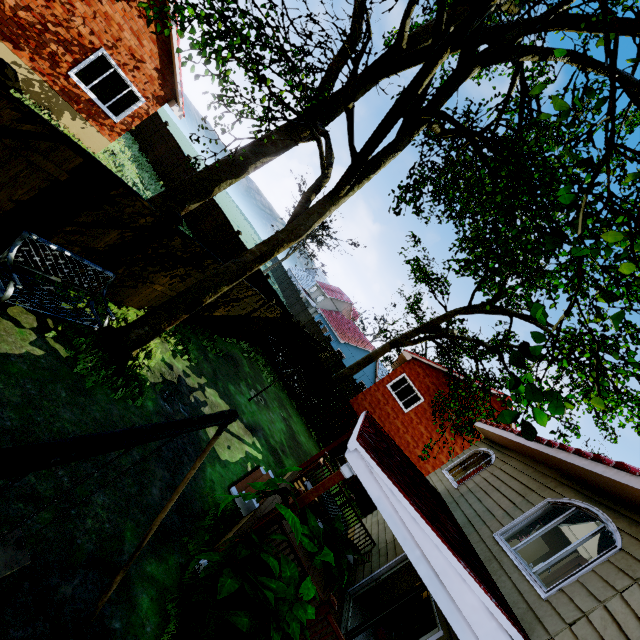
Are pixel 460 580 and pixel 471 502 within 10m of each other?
yes

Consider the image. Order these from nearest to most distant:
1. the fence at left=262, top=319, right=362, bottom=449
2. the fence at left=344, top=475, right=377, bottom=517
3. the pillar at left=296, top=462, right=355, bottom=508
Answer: the pillar at left=296, top=462, right=355, bottom=508 < the fence at left=344, top=475, right=377, bottom=517 < the fence at left=262, top=319, right=362, bottom=449

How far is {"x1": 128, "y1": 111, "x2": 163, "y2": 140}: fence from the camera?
21.17m

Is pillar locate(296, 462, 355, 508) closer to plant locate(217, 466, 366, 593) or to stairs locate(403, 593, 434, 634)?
plant locate(217, 466, 366, 593)

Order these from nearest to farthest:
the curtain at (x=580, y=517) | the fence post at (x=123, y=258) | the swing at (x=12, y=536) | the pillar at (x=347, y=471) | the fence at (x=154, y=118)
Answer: the swing at (x=12, y=536), the pillar at (x=347, y=471), the curtain at (x=580, y=517), the fence post at (x=123, y=258), the fence at (x=154, y=118)

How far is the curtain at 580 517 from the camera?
5.55m

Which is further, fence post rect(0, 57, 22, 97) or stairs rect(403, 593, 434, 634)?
stairs rect(403, 593, 434, 634)

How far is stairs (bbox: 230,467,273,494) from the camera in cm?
705
